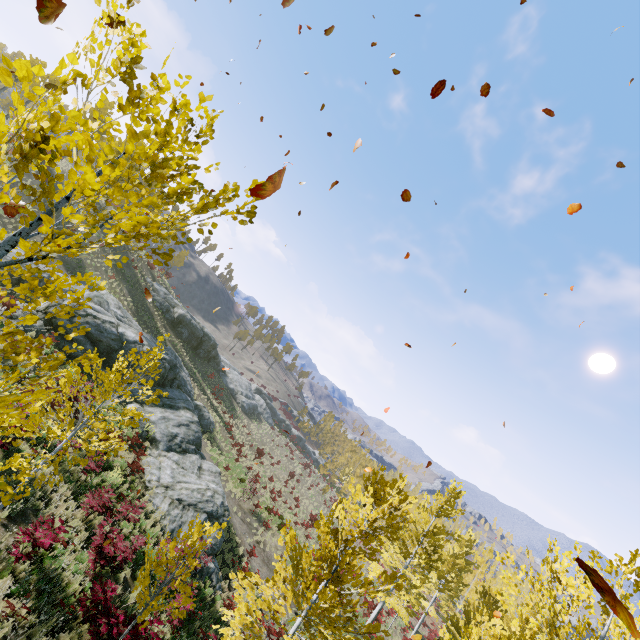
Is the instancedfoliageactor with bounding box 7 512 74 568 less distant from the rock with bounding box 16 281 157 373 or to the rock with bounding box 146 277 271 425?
the rock with bounding box 16 281 157 373

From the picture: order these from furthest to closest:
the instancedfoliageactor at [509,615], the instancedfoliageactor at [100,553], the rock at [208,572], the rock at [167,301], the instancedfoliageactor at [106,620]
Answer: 1. the rock at [167,301]
2. the rock at [208,572]
3. the instancedfoliageactor at [100,553]
4. the instancedfoliageactor at [106,620]
5. the instancedfoliageactor at [509,615]

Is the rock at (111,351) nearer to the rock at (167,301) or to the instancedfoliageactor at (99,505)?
the instancedfoliageactor at (99,505)

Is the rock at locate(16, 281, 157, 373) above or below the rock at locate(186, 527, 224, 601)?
above

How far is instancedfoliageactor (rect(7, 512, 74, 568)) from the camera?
7.9m

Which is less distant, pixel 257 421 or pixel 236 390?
pixel 236 390

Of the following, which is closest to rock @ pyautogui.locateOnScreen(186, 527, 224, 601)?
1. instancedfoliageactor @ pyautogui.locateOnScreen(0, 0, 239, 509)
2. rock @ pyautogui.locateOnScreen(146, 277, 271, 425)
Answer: instancedfoliageactor @ pyautogui.locateOnScreen(0, 0, 239, 509)

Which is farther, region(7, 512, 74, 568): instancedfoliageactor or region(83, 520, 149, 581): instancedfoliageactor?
region(83, 520, 149, 581): instancedfoliageactor
